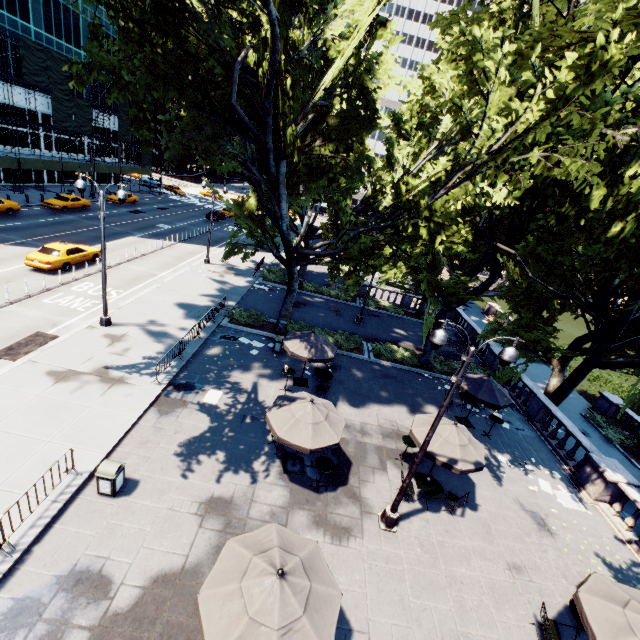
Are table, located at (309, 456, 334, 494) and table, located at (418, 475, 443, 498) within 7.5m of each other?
yes

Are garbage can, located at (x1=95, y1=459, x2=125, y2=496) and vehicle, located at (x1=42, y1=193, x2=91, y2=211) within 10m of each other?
no

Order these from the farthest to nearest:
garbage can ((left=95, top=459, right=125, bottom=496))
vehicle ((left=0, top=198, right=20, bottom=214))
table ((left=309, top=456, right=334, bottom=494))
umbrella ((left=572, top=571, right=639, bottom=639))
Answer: vehicle ((left=0, top=198, right=20, bottom=214)) → table ((left=309, top=456, right=334, bottom=494)) → garbage can ((left=95, top=459, right=125, bottom=496)) → umbrella ((left=572, top=571, right=639, bottom=639))

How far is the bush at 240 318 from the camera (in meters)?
21.05

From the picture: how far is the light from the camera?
8.0m

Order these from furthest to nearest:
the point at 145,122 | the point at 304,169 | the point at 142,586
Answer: the point at 304,169 → the point at 145,122 → the point at 142,586

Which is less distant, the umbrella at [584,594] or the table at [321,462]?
the umbrella at [584,594]

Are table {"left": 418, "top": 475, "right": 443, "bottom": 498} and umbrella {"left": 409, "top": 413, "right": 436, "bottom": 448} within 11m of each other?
yes
